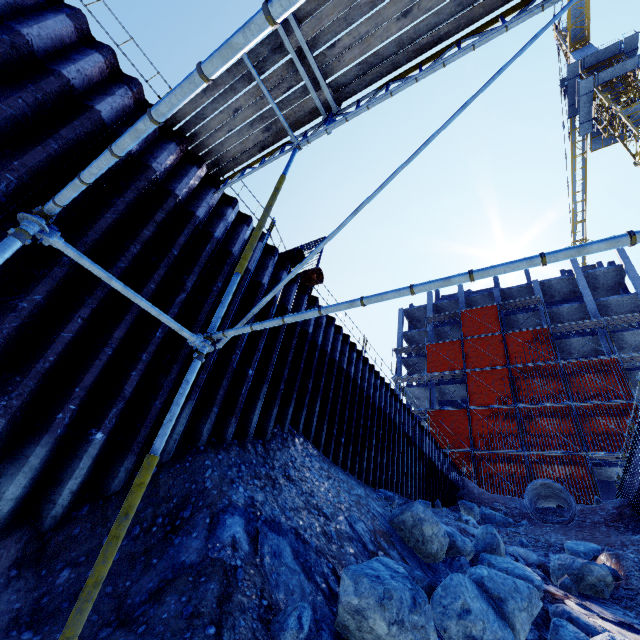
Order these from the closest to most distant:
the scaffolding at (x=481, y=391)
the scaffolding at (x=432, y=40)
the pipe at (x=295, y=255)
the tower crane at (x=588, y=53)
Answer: the scaffolding at (x=432, y=40) → the pipe at (x=295, y=255) → the scaffolding at (x=481, y=391) → the tower crane at (x=588, y=53)

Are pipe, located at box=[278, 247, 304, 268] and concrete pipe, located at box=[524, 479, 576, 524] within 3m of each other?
no

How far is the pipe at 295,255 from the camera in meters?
8.3 m

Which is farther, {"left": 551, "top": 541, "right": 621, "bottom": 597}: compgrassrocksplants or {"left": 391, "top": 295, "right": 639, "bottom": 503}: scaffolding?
{"left": 391, "top": 295, "right": 639, "bottom": 503}: scaffolding

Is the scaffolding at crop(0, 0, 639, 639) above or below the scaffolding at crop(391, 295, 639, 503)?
below

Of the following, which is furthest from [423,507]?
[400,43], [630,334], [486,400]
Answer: [630,334]

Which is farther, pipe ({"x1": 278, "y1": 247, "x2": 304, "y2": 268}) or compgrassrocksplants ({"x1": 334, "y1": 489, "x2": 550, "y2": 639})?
pipe ({"x1": 278, "y1": 247, "x2": 304, "y2": 268})

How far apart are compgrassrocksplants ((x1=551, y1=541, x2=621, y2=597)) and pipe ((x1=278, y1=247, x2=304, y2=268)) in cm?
1097
